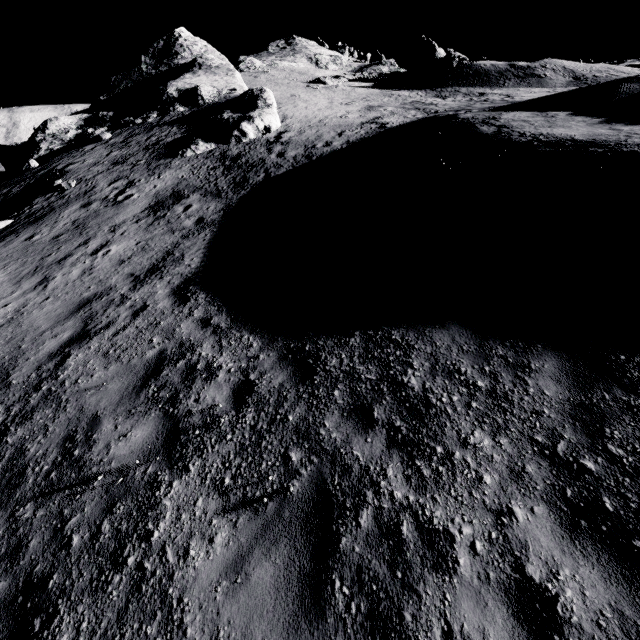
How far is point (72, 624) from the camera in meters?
3.2 m

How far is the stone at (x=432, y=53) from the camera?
36.0m

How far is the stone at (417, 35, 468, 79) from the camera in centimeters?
3600cm

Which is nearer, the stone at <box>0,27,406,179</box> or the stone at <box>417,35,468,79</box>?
the stone at <box>0,27,406,179</box>

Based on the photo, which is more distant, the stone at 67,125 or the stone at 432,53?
the stone at 432,53
